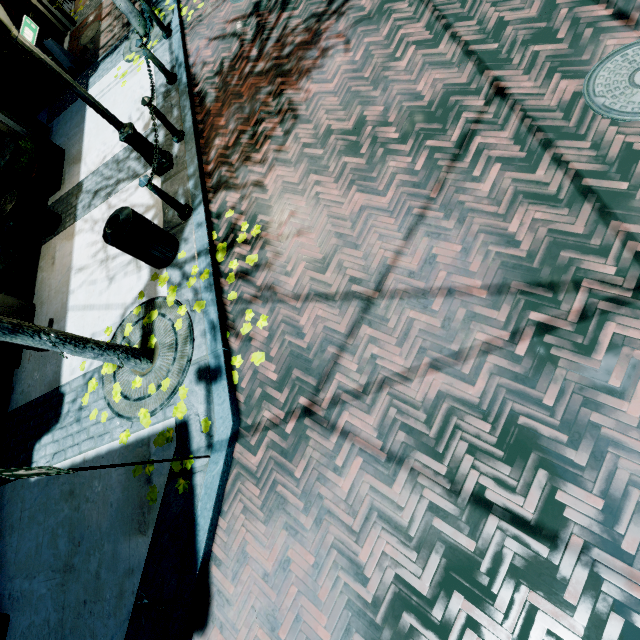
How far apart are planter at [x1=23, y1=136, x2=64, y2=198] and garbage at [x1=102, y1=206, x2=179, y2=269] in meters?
4.6 m

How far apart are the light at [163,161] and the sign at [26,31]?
0.1 meters

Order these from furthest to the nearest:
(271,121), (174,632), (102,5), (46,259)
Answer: (102,5) → (46,259) → (271,121) → (174,632)

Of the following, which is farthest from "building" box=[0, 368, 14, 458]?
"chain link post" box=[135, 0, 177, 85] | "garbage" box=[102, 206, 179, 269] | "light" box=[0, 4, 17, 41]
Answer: "chain link post" box=[135, 0, 177, 85]

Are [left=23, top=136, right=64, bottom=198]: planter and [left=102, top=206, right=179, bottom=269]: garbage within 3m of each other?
no

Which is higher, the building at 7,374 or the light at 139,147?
the light at 139,147

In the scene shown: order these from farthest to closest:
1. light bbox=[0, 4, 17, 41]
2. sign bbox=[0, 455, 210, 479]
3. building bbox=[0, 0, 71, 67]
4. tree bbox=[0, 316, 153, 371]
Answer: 1. building bbox=[0, 0, 71, 67]
2. light bbox=[0, 4, 17, 41]
3. tree bbox=[0, 316, 153, 371]
4. sign bbox=[0, 455, 210, 479]

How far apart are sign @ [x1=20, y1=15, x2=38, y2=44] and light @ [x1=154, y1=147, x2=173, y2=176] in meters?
0.1
